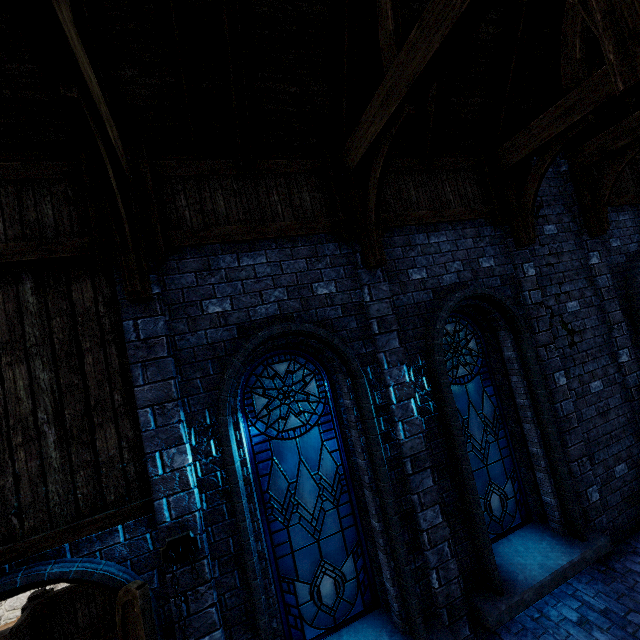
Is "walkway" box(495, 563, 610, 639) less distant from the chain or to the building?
the building

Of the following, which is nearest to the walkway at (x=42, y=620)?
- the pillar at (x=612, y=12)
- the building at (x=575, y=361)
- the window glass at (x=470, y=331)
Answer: the building at (x=575, y=361)

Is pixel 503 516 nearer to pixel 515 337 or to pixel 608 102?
pixel 515 337

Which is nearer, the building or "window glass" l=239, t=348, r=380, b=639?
the building

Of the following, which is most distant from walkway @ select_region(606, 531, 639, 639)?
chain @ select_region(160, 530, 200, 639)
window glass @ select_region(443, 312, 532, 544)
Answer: chain @ select_region(160, 530, 200, 639)

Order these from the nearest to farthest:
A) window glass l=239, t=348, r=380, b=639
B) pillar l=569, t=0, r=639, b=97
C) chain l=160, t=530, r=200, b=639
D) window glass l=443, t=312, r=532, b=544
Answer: pillar l=569, t=0, r=639, b=97 → chain l=160, t=530, r=200, b=639 → window glass l=239, t=348, r=380, b=639 → window glass l=443, t=312, r=532, b=544

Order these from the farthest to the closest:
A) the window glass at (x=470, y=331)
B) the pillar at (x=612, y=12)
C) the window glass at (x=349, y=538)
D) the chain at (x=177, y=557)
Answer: the window glass at (x=470, y=331) < the window glass at (x=349, y=538) < the chain at (x=177, y=557) < the pillar at (x=612, y=12)

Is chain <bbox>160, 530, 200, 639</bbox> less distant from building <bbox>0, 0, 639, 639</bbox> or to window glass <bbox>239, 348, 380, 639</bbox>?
building <bbox>0, 0, 639, 639</bbox>
